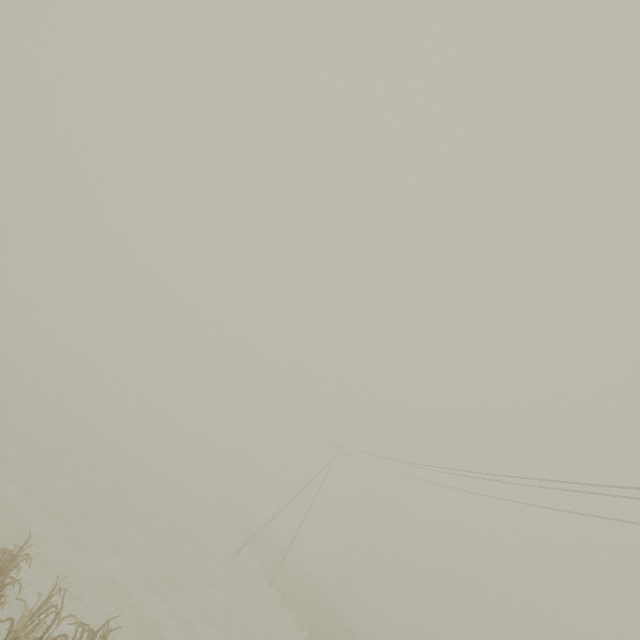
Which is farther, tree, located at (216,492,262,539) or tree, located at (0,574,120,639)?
tree, located at (216,492,262,539)

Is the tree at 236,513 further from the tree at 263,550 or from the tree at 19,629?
the tree at 19,629

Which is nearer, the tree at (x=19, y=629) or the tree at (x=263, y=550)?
the tree at (x=19, y=629)

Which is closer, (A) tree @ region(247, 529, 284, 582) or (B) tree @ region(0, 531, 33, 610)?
(B) tree @ region(0, 531, 33, 610)

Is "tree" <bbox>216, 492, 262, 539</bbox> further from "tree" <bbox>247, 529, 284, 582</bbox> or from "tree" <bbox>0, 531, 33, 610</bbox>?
"tree" <bbox>0, 531, 33, 610</bbox>

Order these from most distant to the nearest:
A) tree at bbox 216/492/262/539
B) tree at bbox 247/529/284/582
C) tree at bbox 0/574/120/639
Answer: tree at bbox 216/492/262/539 → tree at bbox 247/529/284/582 → tree at bbox 0/574/120/639

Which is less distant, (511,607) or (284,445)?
(284,445)

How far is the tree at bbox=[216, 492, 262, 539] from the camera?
39.8m
